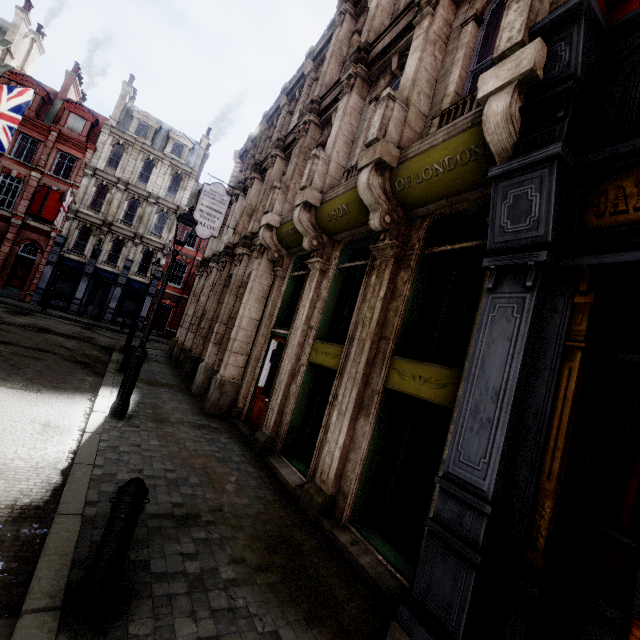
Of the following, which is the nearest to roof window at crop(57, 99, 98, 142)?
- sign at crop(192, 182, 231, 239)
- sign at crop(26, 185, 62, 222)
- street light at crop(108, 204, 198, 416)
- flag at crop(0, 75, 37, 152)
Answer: sign at crop(26, 185, 62, 222)

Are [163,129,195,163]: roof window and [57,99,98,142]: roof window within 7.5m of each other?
yes

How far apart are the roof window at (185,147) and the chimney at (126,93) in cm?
389

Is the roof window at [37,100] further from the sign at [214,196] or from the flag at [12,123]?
the sign at [214,196]

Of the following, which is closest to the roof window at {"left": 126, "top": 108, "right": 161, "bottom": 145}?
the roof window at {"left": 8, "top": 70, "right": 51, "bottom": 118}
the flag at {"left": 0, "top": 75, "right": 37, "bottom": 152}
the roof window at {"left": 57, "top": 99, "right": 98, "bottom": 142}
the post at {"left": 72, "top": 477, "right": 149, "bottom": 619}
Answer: the roof window at {"left": 57, "top": 99, "right": 98, "bottom": 142}

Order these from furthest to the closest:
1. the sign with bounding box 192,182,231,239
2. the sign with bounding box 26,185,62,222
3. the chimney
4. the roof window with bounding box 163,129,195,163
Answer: the roof window with bounding box 163,129,195,163 → the chimney → the sign with bounding box 26,185,62,222 → the sign with bounding box 192,182,231,239

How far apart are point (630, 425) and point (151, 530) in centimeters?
471cm

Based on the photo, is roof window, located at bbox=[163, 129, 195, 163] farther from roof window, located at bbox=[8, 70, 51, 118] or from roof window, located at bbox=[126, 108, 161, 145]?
roof window, located at bbox=[8, 70, 51, 118]
